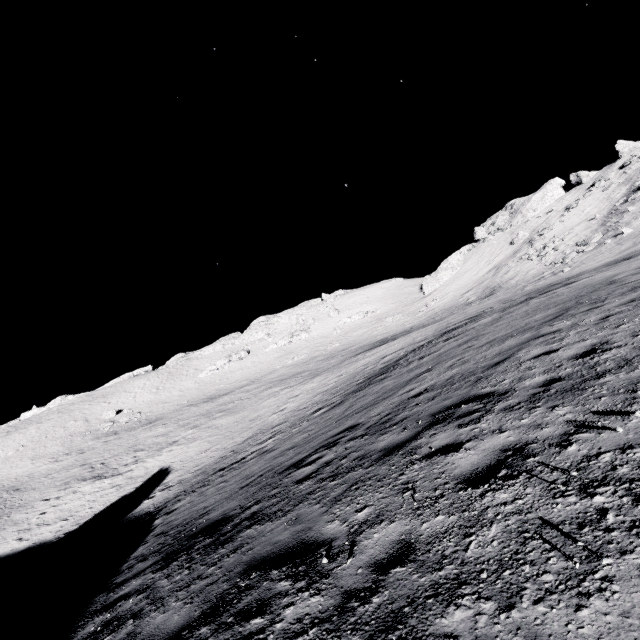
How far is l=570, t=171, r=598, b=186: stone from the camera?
54.97m

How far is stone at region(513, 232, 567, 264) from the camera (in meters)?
45.22

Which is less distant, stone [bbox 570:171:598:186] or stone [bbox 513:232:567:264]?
stone [bbox 513:232:567:264]

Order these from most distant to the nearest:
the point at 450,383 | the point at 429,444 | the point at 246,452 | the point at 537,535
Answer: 1. the point at 246,452
2. the point at 450,383
3. the point at 429,444
4. the point at 537,535

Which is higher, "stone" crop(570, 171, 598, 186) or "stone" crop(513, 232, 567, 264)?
"stone" crop(570, 171, 598, 186)

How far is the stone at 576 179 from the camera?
54.97m

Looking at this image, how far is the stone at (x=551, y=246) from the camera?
45.22m
